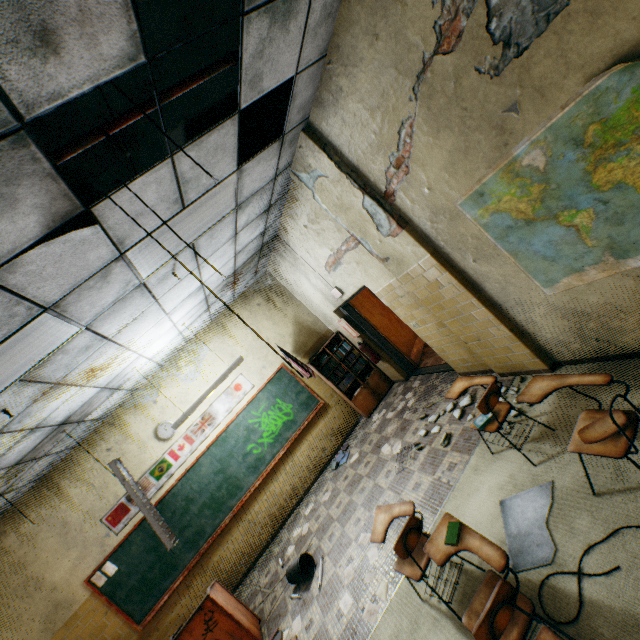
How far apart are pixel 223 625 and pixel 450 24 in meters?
6.6

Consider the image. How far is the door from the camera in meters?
6.7

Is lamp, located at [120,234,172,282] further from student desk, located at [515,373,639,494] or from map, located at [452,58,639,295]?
student desk, located at [515,373,639,494]

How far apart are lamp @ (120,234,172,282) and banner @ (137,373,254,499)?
3.9 meters

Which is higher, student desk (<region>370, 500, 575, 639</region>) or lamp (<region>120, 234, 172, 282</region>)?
lamp (<region>120, 234, 172, 282</region>)

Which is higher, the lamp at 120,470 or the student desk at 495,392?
the lamp at 120,470

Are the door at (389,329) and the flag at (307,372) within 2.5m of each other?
yes

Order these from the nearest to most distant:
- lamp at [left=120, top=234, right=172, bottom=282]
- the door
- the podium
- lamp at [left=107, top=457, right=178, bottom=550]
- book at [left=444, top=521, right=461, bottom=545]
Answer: book at [left=444, top=521, right=461, bottom=545], lamp at [left=120, top=234, right=172, bottom=282], the podium, lamp at [left=107, top=457, right=178, bottom=550], the door
